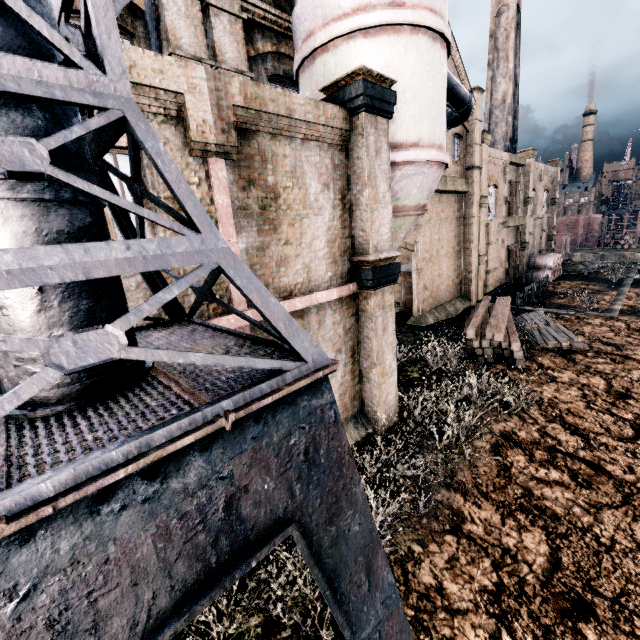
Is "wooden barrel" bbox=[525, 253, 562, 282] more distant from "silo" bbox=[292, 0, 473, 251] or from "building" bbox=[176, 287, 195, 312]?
"silo" bbox=[292, 0, 473, 251]

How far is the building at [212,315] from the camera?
6.3 meters

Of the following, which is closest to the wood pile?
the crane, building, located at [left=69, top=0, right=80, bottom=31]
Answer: building, located at [left=69, top=0, right=80, bottom=31]

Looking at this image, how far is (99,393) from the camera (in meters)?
2.29

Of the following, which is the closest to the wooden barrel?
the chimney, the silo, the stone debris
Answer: the stone debris

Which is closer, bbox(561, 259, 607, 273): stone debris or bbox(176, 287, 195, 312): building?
bbox(176, 287, 195, 312): building

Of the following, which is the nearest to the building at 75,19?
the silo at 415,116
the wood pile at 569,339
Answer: the silo at 415,116

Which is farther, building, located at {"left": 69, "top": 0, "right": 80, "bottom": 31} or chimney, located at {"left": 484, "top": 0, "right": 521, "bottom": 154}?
chimney, located at {"left": 484, "top": 0, "right": 521, "bottom": 154}
